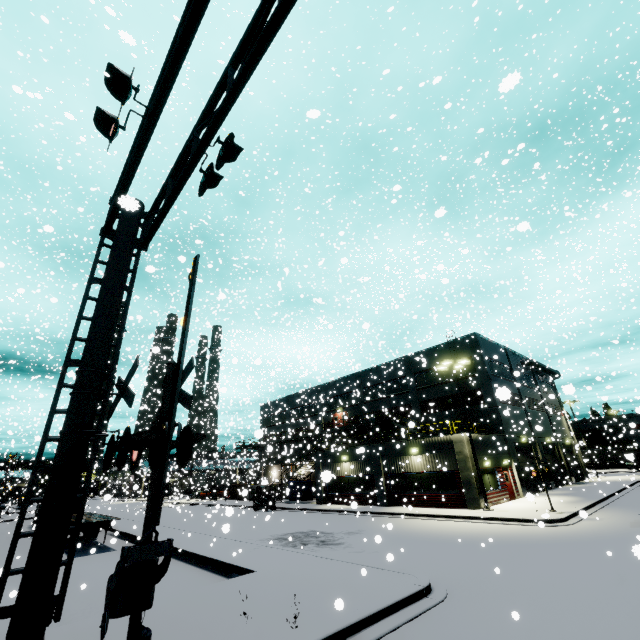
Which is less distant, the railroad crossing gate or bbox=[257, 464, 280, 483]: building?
the railroad crossing gate

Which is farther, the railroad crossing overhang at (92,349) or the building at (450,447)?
the building at (450,447)

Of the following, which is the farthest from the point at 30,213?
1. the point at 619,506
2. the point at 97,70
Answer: the point at 619,506

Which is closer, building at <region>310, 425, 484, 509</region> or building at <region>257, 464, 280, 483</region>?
building at <region>310, 425, 484, 509</region>

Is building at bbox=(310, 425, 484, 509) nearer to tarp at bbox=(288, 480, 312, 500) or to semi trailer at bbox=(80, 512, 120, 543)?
semi trailer at bbox=(80, 512, 120, 543)

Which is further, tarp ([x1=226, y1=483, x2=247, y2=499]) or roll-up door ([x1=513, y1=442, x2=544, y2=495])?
roll-up door ([x1=513, y1=442, x2=544, y2=495])

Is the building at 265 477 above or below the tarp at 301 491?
above

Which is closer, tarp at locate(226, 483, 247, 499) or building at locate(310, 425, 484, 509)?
tarp at locate(226, 483, 247, 499)
